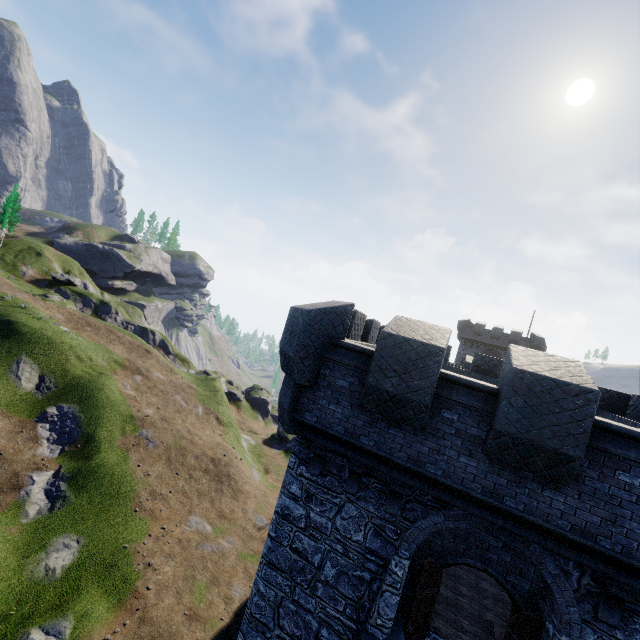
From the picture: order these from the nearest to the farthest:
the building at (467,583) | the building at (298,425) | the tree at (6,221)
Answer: the building at (298,425), the building at (467,583), the tree at (6,221)

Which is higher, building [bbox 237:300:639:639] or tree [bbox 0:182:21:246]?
tree [bbox 0:182:21:246]

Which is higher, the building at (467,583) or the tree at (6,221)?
the tree at (6,221)

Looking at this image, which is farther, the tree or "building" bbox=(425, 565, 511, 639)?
the tree

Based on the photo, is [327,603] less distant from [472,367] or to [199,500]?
[472,367]

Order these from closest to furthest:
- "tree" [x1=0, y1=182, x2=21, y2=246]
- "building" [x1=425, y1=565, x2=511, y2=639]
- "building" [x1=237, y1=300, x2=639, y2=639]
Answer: "building" [x1=237, y1=300, x2=639, y2=639]
"building" [x1=425, y1=565, x2=511, y2=639]
"tree" [x1=0, y1=182, x2=21, y2=246]

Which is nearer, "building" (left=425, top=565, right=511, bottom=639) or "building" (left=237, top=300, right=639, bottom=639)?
"building" (left=237, top=300, right=639, bottom=639)
